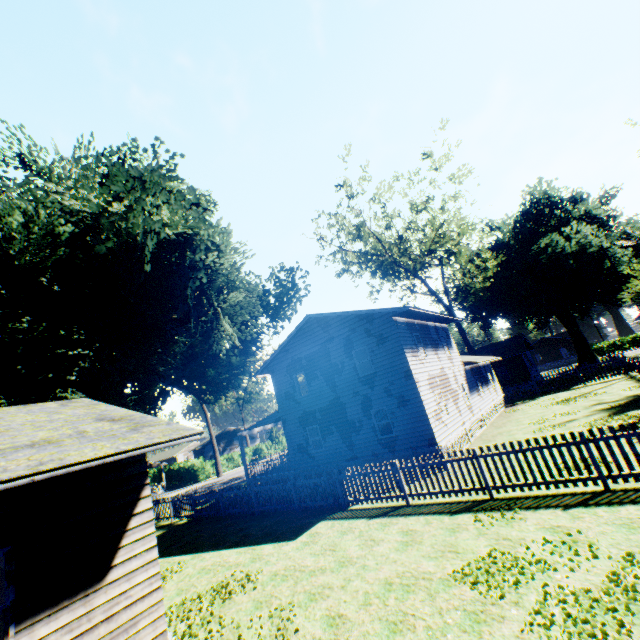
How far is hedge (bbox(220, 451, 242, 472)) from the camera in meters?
47.4

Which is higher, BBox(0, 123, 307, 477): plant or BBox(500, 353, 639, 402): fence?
BBox(0, 123, 307, 477): plant

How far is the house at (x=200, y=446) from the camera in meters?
58.0

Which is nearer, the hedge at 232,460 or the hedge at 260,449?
the hedge at 232,460

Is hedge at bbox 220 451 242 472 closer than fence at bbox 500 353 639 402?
No

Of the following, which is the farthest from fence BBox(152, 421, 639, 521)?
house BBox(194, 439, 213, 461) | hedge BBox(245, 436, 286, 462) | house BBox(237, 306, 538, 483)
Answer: house BBox(194, 439, 213, 461)

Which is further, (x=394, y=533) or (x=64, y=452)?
(x=394, y=533)

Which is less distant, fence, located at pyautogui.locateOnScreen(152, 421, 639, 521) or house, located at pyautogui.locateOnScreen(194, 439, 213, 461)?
fence, located at pyautogui.locateOnScreen(152, 421, 639, 521)
